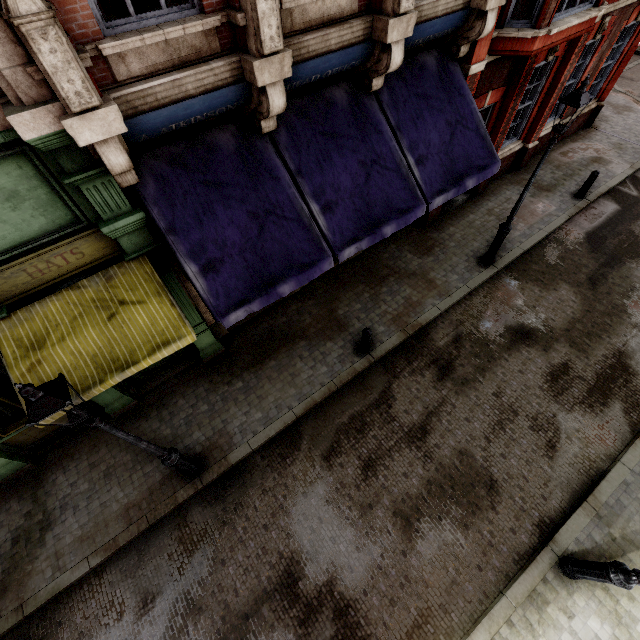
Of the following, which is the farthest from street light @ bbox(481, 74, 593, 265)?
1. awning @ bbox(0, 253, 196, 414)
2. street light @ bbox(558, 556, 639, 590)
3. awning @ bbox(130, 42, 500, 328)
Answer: awning @ bbox(0, 253, 196, 414)

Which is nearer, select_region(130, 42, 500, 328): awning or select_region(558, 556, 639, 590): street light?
select_region(558, 556, 639, 590): street light

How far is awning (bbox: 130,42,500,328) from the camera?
5.3 meters

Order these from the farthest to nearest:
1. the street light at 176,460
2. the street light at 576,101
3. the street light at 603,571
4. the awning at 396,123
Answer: the street light at 576,101 < the awning at 396,123 < the street light at 603,571 < the street light at 176,460

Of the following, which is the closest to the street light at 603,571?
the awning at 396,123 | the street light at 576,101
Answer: the awning at 396,123

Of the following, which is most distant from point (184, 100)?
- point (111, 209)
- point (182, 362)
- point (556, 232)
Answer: point (556, 232)

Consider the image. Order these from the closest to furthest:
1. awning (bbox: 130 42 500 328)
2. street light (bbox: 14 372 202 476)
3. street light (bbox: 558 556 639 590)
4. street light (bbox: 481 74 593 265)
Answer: street light (bbox: 14 372 202 476), street light (bbox: 558 556 639 590), awning (bbox: 130 42 500 328), street light (bbox: 481 74 593 265)

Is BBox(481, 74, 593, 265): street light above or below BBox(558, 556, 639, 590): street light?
above
